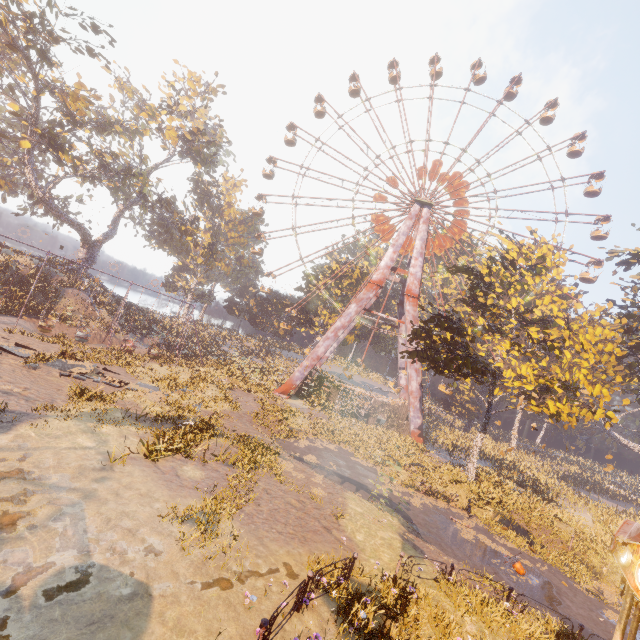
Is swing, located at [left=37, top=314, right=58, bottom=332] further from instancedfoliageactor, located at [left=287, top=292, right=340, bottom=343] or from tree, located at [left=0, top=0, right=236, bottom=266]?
tree, located at [left=0, top=0, right=236, bottom=266]

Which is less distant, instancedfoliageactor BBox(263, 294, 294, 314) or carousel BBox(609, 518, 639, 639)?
carousel BBox(609, 518, 639, 639)

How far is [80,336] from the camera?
27.77m

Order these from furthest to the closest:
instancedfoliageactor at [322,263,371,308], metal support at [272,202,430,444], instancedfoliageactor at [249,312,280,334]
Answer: instancedfoliageactor at [249,312,280,334] < instancedfoliageactor at [322,263,371,308] < metal support at [272,202,430,444]

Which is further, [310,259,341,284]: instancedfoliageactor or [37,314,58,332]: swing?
[310,259,341,284]: instancedfoliageactor

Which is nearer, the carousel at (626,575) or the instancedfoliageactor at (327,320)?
the carousel at (626,575)

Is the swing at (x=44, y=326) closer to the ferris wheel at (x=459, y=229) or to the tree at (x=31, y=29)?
the tree at (x=31, y=29)

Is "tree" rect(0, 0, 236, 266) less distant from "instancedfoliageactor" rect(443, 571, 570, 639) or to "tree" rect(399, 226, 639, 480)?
"tree" rect(399, 226, 639, 480)
